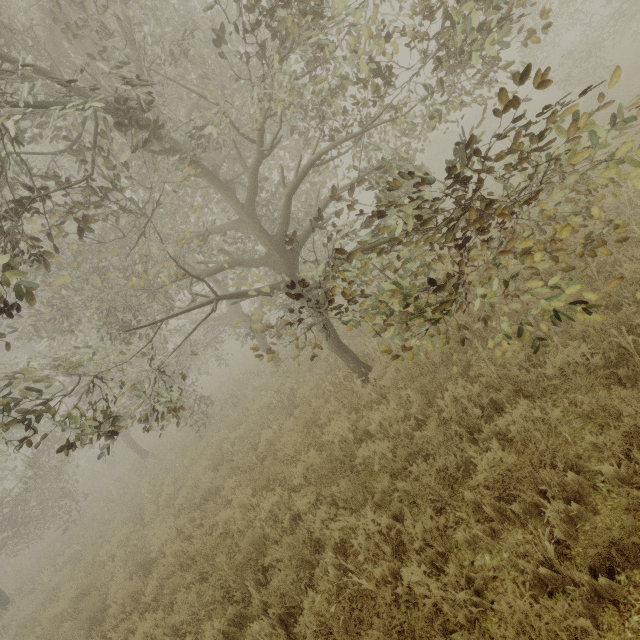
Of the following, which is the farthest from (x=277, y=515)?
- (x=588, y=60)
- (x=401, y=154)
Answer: (x=588, y=60)
